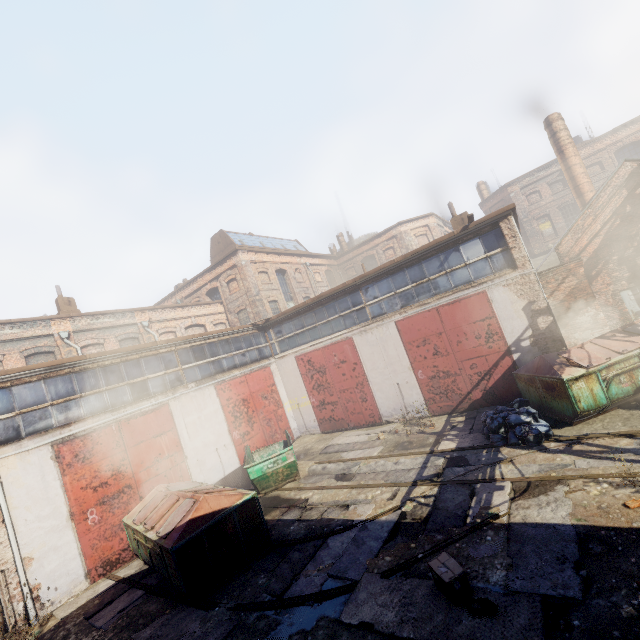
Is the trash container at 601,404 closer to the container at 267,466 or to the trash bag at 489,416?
the trash bag at 489,416

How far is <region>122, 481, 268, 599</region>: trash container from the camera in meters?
7.0

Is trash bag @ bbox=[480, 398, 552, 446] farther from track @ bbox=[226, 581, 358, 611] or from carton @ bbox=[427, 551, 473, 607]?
track @ bbox=[226, 581, 358, 611]

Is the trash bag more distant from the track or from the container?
the container

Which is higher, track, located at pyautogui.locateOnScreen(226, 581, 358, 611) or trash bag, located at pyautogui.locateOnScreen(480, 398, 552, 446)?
trash bag, located at pyautogui.locateOnScreen(480, 398, 552, 446)

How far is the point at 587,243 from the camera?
14.6 meters

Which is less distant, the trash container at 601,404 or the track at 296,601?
the track at 296,601

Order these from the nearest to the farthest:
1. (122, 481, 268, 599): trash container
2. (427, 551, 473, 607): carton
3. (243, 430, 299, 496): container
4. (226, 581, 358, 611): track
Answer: (427, 551, 473, 607): carton
(226, 581, 358, 611): track
(122, 481, 268, 599): trash container
(243, 430, 299, 496): container
